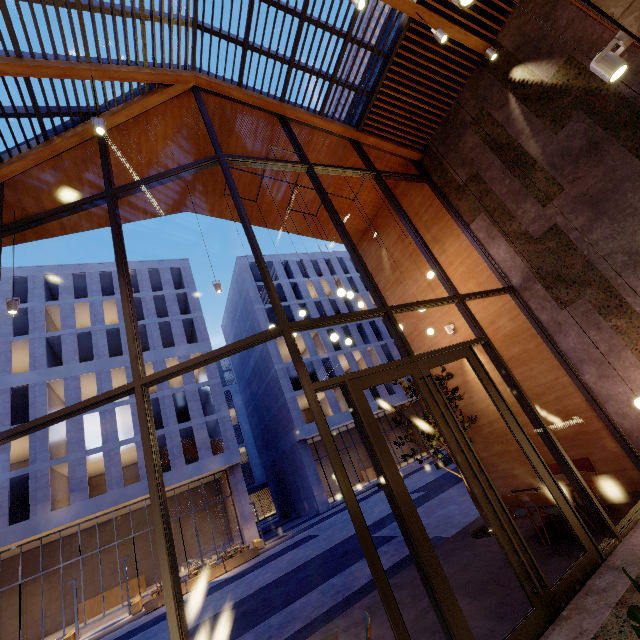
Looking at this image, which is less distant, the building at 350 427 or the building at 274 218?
the building at 274 218

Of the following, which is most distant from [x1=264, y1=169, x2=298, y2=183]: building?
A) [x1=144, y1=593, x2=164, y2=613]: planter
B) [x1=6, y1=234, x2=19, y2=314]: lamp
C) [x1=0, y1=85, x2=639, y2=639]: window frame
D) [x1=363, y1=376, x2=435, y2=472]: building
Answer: [x1=363, y1=376, x2=435, y2=472]: building

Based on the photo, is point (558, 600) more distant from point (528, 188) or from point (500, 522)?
point (528, 188)

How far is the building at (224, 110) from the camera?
8.1m

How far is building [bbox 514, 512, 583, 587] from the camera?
4.9m

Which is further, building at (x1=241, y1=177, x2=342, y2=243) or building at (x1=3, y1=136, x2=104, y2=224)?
building at (x1=241, y1=177, x2=342, y2=243)

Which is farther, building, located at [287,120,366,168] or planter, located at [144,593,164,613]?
planter, located at [144,593,164,613]

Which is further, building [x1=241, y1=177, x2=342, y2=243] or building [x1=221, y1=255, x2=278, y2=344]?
building [x1=221, y1=255, x2=278, y2=344]
